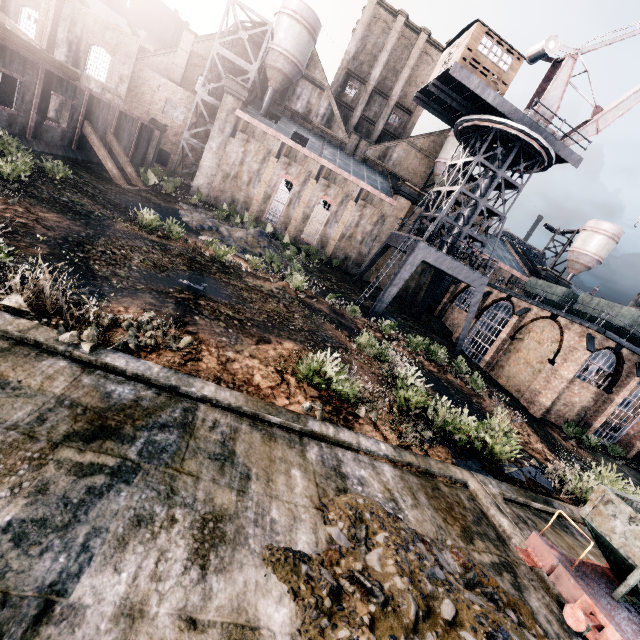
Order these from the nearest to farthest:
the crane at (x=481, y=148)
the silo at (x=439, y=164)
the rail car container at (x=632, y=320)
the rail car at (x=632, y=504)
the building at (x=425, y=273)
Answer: the rail car at (x=632, y=504) < the crane at (x=481, y=148) < the rail car container at (x=632, y=320) < the silo at (x=439, y=164) < the building at (x=425, y=273)

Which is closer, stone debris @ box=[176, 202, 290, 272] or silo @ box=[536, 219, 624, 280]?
stone debris @ box=[176, 202, 290, 272]

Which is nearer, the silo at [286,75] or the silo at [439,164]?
the silo at [286,75]

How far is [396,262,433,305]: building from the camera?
42.5m

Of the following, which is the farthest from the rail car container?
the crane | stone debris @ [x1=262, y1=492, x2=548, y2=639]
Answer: stone debris @ [x1=262, y1=492, x2=548, y2=639]

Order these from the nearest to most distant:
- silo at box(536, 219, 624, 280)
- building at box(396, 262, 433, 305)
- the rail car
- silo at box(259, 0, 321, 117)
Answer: the rail car < silo at box(259, 0, 321, 117) < building at box(396, 262, 433, 305) < silo at box(536, 219, 624, 280)

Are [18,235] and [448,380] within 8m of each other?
no

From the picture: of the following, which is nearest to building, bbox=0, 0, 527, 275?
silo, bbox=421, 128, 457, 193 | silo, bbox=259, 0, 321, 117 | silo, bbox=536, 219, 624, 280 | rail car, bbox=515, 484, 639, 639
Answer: silo, bbox=259, 0, 321, 117
